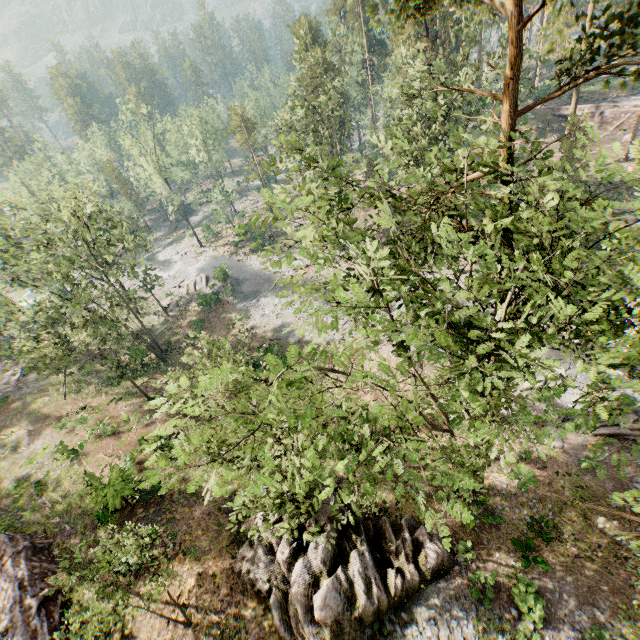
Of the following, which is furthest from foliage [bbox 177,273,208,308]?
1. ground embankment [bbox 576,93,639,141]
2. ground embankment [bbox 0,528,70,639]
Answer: ground embankment [bbox 576,93,639,141]

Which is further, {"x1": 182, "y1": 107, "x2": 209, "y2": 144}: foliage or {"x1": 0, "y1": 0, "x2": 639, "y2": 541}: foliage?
{"x1": 182, "y1": 107, "x2": 209, "y2": 144}: foliage

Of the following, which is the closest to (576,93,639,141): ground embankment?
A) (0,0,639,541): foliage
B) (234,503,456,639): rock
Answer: (0,0,639,541): foliage

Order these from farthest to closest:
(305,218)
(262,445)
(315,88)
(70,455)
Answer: (305,218) → (315,88) → (70,455) → (262,445)

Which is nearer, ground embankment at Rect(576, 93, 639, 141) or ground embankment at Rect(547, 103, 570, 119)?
ground embankment at Rect(576, 93, 639, 141)

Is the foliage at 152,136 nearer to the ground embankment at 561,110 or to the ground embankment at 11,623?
the ground embankment at 11,623

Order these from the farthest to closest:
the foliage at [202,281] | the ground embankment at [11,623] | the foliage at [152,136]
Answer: the foliage at [152,136] < the foliage at [202,281] < the ground embankment at [11,623]

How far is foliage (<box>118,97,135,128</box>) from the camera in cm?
4441
